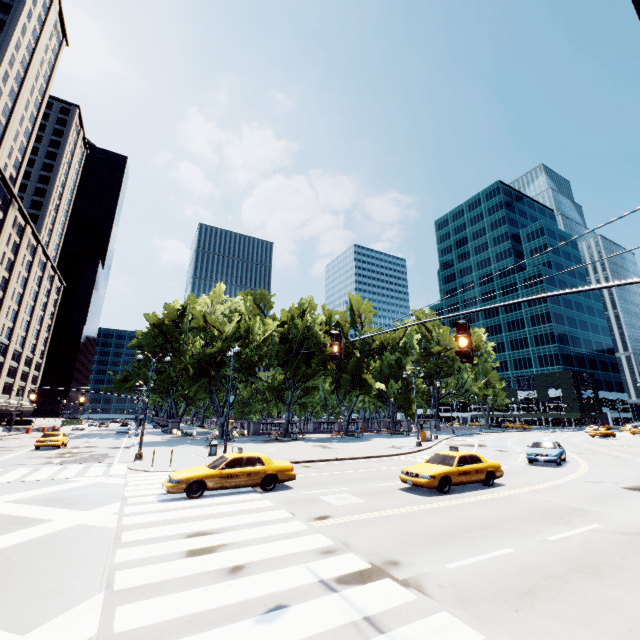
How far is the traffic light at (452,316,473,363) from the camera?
6.3 meters

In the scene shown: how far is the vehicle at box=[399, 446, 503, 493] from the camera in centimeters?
1323cm

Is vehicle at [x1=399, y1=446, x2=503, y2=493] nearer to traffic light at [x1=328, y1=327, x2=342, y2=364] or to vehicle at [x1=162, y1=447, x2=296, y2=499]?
vehicle at [x1=162, y1=447, x2=296, y2=499]

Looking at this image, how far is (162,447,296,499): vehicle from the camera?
12.15m

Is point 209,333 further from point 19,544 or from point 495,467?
point 495,467

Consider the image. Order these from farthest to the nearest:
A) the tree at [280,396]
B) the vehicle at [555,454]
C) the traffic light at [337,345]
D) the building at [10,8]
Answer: the building at [10,8], the tree at [280,396], the vehicle at [555,454], the traffic light at [337,345]

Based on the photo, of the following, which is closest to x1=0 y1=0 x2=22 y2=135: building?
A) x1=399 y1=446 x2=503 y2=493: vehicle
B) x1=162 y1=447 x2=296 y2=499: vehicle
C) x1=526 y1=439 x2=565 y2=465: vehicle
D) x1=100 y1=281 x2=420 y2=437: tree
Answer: x1=100 y1=281 x2=420 y2=437: tree

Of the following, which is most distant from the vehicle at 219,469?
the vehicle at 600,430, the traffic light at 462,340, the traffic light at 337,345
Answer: the vehicle at 600,430
